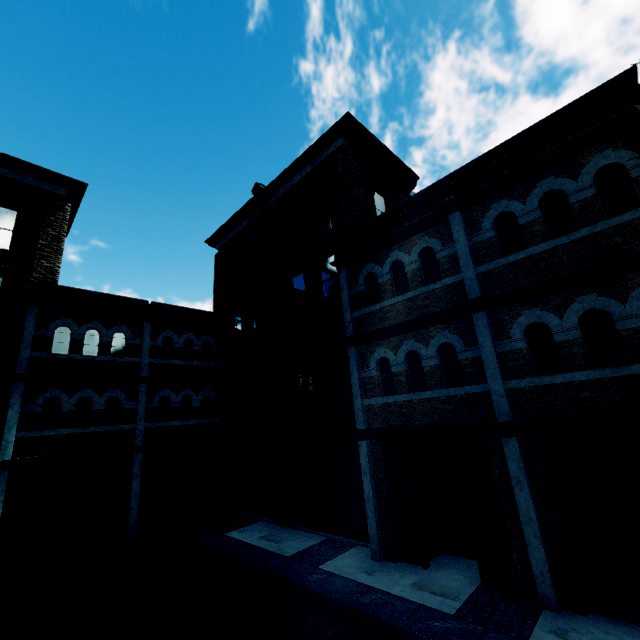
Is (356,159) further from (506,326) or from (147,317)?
(147,317)
